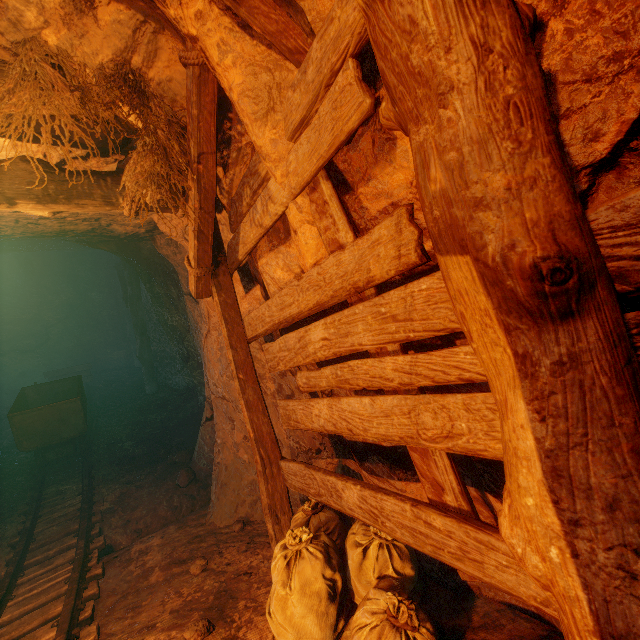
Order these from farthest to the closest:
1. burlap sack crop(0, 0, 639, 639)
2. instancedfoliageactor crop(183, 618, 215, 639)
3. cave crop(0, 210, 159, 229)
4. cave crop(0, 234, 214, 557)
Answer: cave crop(0, 234, 214, 557)
cave crop(0, 210, 159, 229)
instancedfoliageactor crop(183, 618, 215, 639)
burlap sack crop(0, 0, 639, 639)

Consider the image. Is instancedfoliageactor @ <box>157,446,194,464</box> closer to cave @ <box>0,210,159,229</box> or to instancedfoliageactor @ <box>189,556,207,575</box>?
cave @ <box>0,210,159,229</box>

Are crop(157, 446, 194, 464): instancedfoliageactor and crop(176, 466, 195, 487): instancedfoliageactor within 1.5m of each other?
yes

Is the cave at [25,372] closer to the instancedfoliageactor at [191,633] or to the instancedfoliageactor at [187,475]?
the instancedfoliageactor at [187,475]

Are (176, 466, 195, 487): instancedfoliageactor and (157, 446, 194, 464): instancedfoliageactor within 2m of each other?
yes

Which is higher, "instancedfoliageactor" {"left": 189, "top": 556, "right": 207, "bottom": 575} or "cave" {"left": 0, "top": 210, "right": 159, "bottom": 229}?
"cave" {"left": 0, "top": 210, "right": 159, "bottom": 229}

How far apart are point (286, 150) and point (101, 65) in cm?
160

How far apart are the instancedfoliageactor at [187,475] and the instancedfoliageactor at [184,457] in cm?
33
